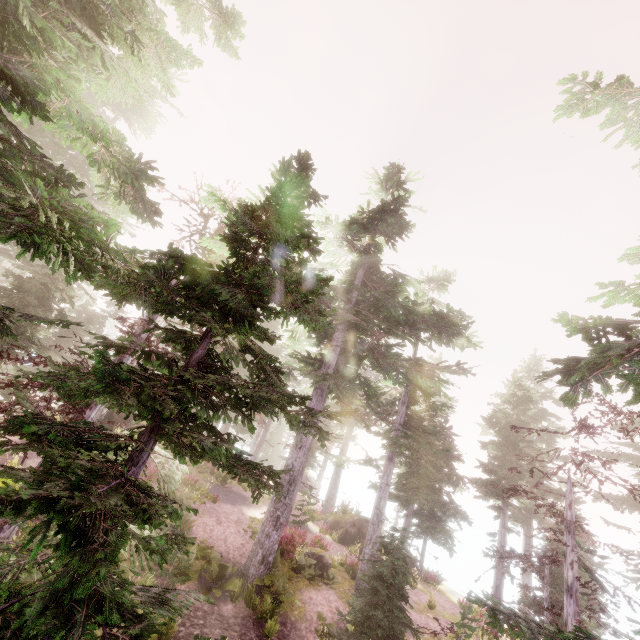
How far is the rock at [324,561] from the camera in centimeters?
1619cm

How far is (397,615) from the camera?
11.5 meters

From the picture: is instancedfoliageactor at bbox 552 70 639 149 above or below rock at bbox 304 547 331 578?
above

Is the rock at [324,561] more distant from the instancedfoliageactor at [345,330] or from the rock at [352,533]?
the rock at [352,533]

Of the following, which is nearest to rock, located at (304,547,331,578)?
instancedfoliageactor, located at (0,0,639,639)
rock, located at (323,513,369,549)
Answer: instancedfoliageactor, located at (0,0,639,639)

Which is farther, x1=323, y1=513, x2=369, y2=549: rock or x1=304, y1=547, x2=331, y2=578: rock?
x1=323, y1=513, x2=369, y2=549: rock

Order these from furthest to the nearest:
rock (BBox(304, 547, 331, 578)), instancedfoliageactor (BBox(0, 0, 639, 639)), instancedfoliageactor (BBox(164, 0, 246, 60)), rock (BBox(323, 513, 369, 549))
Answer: rock (BBox(323, 513, 369, 549)) < rock (BBox(304, 547, 331, 578)) < instancedfoliageactor (BBox(164, 0, 246, 60)) < instancedfoliageactor (BBox(0, 0, 639, 639))

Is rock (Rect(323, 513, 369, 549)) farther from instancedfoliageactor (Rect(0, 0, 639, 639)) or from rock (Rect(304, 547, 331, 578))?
rock (Rect(304, 547, 331, 578))
